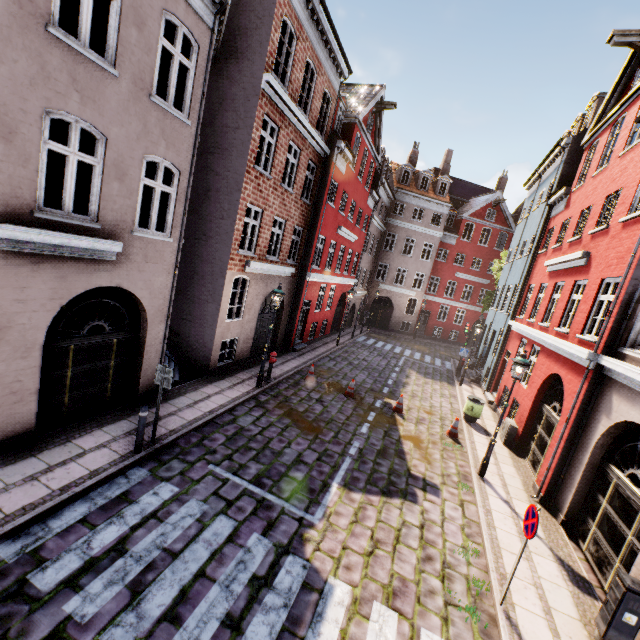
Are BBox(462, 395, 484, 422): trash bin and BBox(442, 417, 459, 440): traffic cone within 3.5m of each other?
yes

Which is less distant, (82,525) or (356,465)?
(82,525)

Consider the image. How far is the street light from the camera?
8.9m

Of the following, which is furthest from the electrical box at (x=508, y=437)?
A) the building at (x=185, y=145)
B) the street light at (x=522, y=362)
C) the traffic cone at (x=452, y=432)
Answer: the street light at (x=522, y=362)

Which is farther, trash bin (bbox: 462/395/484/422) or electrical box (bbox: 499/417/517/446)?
trash bin (bbox: 462/395/484/422)

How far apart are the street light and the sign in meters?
4.1

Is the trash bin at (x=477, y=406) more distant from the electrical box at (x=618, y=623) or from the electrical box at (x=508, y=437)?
the electrical box at (x=618, y=623)

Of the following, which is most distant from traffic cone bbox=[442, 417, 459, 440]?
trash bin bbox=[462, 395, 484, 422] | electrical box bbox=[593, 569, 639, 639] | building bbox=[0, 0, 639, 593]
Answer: electrical box bbox=[593, 569, 639, 639]
